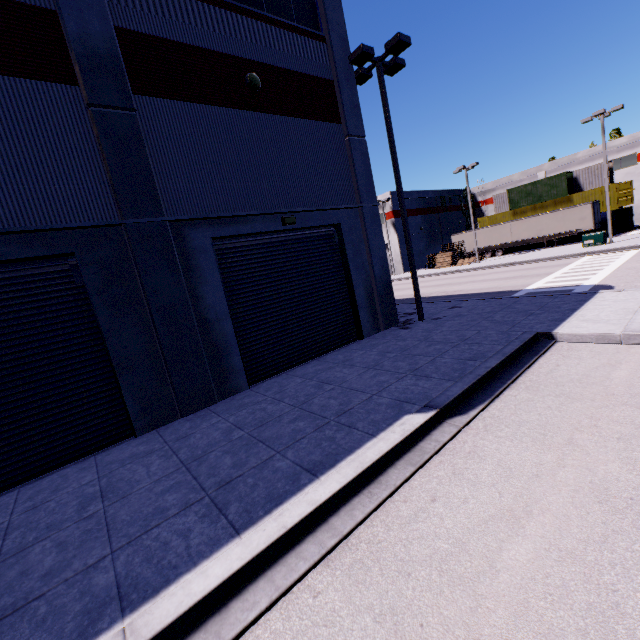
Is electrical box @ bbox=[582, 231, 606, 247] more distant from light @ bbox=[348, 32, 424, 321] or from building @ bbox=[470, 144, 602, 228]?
light @ bbox=[348, 32, 424, 321]

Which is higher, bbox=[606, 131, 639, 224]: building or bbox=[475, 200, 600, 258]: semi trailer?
bbox=[606, 131, 639, 224]: building

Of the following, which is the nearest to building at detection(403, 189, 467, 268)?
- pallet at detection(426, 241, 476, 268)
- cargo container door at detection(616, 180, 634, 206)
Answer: pallet at detection(426, 241, 476, 268)

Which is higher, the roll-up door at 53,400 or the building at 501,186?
the building at 501,186

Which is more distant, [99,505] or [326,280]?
[326,280]

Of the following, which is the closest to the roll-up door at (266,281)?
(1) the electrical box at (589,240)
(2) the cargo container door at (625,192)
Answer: (2) the cargo container door at (625,192)

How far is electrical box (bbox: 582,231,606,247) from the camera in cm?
2578

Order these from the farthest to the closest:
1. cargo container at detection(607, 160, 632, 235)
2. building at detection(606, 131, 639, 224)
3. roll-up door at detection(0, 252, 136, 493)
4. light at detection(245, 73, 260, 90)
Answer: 1. building at detection(606, 131, 639, 224)
2. cargo container at detection(607, 160, 632, 235)
3. light at detection(245, 73, 260, 90)
4. roll-up door at detection(0, 252, 136, 493)
